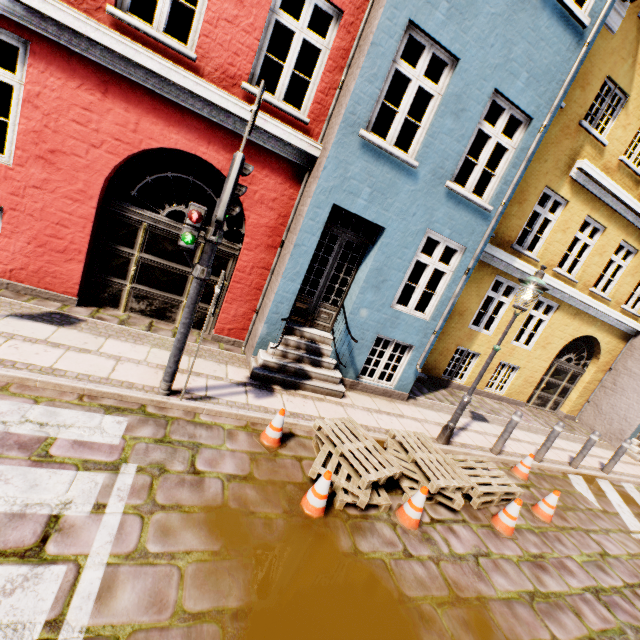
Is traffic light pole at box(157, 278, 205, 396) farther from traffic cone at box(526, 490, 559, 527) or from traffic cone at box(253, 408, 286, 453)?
traffic cone at box(526, 490, 559, 527)

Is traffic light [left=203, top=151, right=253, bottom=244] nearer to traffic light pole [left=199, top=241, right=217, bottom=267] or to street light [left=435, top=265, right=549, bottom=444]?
traffic light pole [left=199, top=241, right=217, bottom=267]

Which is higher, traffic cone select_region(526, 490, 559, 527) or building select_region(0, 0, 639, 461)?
building select_region(0, 0, 639, 461)

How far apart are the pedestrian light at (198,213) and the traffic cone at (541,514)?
6.71m

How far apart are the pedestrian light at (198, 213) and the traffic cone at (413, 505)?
3.9 meters

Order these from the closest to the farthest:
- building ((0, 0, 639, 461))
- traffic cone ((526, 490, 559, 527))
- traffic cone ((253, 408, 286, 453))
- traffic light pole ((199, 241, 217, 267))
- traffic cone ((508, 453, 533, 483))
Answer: traffic light pole ((199, 241, 217, 267)), traffic cone ((253, 408, 286, 453)), building ((0, 0, 639, 461)), traffic cone ((526, 490, 559, 527)), traffic cone ((508, 453, 533, 483))

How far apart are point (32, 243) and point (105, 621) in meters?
5.7

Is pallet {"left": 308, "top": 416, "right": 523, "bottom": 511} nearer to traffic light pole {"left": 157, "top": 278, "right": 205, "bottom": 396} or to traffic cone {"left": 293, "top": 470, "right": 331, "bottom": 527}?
traffic cone {"left": 293, "top": 470, "right": 331, "bottom": 527}
